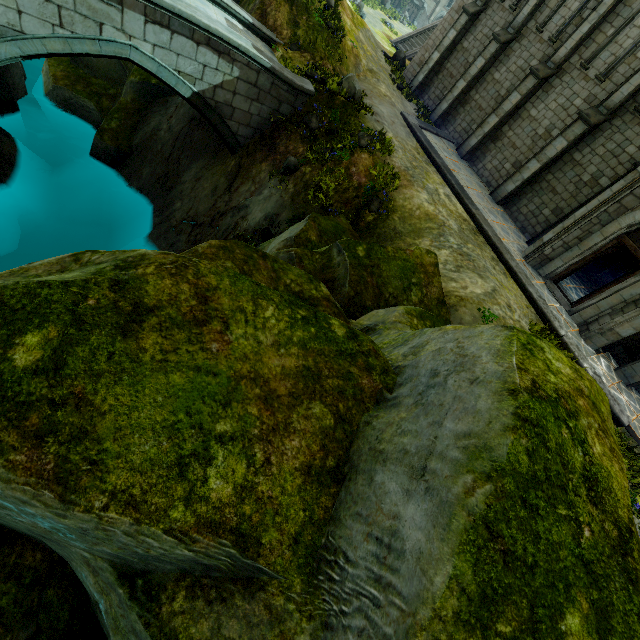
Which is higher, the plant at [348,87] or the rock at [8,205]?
the plant at [348,87]

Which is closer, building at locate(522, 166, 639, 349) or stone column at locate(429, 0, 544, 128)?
building at locate(522, 166, 639, 349)

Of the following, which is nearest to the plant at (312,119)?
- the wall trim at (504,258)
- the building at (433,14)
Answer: the wall trim at (504,258)

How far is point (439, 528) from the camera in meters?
2.2

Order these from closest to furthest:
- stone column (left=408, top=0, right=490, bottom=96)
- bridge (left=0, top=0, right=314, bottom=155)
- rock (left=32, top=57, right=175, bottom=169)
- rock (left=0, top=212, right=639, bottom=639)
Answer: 1. rock (left=0, top=212, right=639, bottom=639)
2. bridge (left=0, top=0, right=314, bottom=155)
3. rock (left=32, top=57, right=175, bottom=169)
4. stone column (left=408, top=0, right=490, bottom=96)

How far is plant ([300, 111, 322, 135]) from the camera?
12.35m

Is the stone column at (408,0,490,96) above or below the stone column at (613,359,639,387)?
above

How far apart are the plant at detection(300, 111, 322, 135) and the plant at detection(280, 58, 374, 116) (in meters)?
1.05
